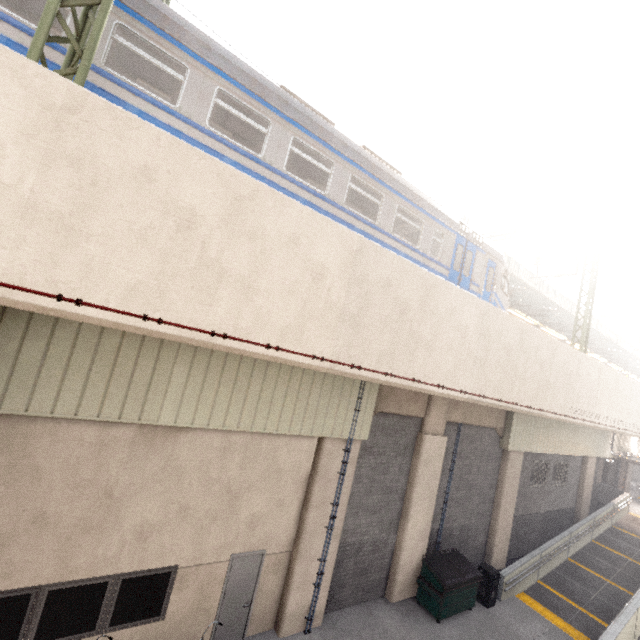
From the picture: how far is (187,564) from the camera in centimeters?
726cm

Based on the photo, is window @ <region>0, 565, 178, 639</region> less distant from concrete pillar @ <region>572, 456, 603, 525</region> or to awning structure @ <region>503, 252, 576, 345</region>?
awning structure @ <region>503, 252, 576, 345</region>

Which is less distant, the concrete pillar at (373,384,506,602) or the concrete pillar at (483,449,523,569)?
the concrete pillar at (373,384,506,602)

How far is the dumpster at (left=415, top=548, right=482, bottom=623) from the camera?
10.1 meters

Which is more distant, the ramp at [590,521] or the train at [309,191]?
the ramp at [590,521]

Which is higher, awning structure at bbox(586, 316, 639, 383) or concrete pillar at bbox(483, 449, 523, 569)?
awning structure at bbox(586, 316, 639, 383)

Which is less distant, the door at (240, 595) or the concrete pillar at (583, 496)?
the door at (240, 595)

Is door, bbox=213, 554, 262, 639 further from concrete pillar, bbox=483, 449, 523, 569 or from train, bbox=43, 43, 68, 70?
concrete pillar, bbox=483, 449, 523, 569
